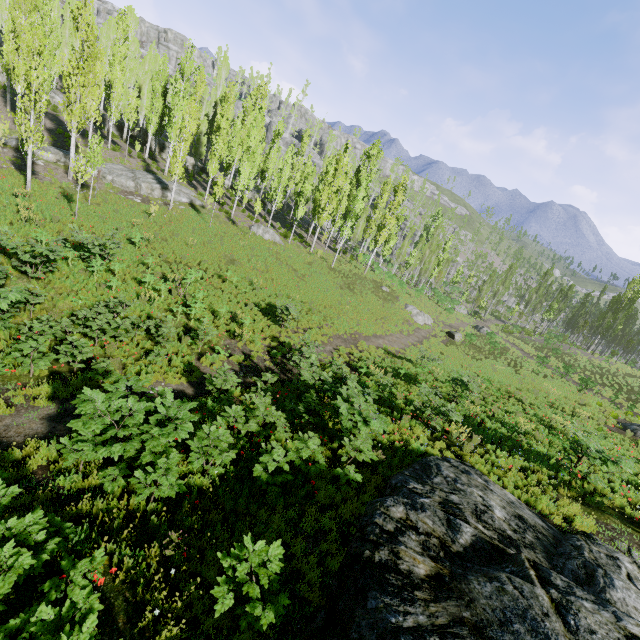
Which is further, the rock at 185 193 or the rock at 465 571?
the rock at 185 193

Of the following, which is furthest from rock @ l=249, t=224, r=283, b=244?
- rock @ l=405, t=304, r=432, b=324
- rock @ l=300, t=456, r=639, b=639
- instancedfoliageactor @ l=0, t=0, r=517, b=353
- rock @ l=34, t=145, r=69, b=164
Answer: rock @ l=300, t=456, r=639, b=639

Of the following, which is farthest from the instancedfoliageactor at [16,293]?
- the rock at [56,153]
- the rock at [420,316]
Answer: the rock at [420,316]

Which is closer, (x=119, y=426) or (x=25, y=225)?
(x=119, y=426)

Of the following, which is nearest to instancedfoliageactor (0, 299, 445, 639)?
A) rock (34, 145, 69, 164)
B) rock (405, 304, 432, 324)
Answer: rock (34, 145, 69, 164)

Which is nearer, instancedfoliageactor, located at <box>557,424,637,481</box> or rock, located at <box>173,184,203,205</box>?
instancedfoliageactor, located at <box>557,424,637,481</box>

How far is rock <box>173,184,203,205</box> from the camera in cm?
2977

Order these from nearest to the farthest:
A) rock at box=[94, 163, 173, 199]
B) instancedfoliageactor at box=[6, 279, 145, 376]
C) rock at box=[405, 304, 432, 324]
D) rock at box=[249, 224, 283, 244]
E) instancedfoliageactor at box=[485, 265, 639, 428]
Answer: instancedfoliageactor at box=[6, 279, 145, 376]
instancedfoliageactor at box=[485, 265, 639, 428]
rock at box=[94, 163, 173, 199]
rock at box=[249, 224, 283, 244]
rock at box=[405, 304, 432, 324]
